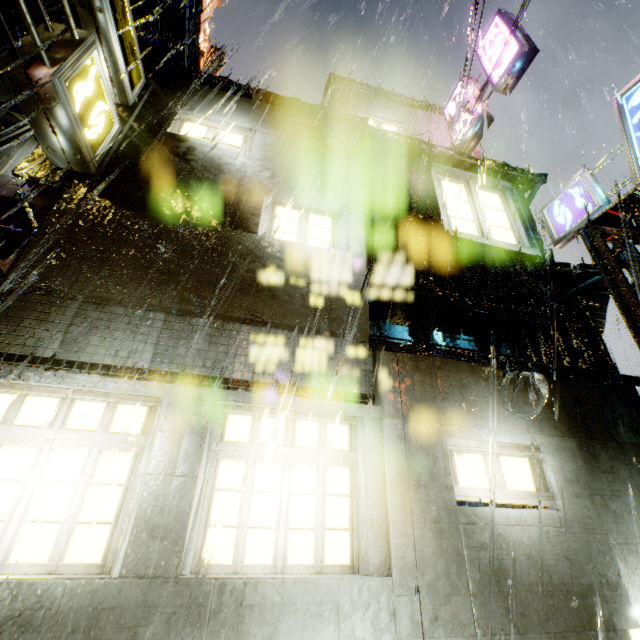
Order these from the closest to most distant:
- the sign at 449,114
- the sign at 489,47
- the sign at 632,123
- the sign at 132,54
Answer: the sign at 132,54 → the sign at 632,123 → the sign at 489,47 → the sign at 449,114

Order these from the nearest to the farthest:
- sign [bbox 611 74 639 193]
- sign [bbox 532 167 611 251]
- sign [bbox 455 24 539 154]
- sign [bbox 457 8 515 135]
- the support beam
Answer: the support beam
sign [bbox 611 74 639 193]
sign [bbox 532 167 611 251]
sign [bbox 455 24 539 154]
sign [bbox 457 8 515 135]

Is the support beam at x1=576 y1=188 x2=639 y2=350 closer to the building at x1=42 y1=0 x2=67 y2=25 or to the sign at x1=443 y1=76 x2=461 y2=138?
the building at x1=42 y1=0 x2=67 y2=25

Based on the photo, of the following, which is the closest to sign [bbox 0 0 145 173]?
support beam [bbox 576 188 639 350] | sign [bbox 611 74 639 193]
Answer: support beam [bbox 576 188 639 350]

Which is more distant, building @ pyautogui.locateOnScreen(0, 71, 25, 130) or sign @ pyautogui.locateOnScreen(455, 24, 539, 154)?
building @ pyautogui.locateOnScreen(0, 71, 25, 130)

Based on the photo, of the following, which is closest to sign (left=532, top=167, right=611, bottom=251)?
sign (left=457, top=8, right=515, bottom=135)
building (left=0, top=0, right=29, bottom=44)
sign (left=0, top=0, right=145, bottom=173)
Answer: building (left=0, top=0, right=29, bottom=44)

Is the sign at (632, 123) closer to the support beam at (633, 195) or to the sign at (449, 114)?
the support beam at (633, 195)

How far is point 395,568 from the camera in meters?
3.5
